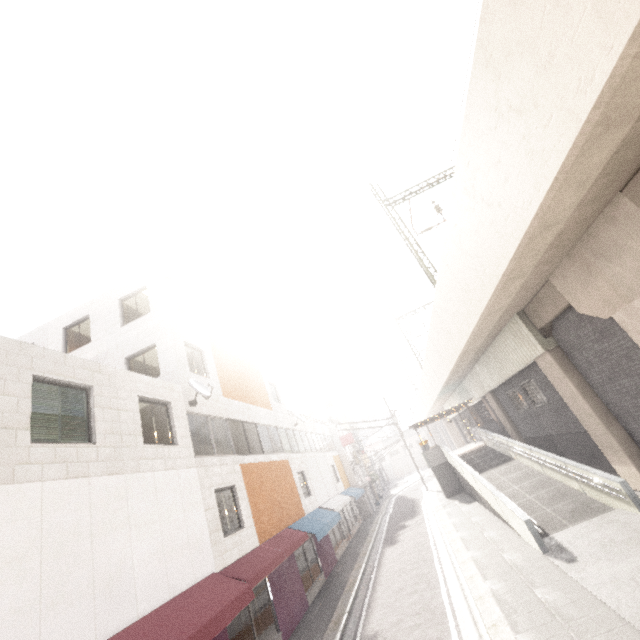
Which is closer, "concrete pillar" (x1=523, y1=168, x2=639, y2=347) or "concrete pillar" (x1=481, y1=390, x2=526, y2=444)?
"concrete pillar" (x1=523, y1=168, x2=639, y2=347)

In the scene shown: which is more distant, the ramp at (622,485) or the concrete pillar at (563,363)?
the concrete pillar at (563,363)

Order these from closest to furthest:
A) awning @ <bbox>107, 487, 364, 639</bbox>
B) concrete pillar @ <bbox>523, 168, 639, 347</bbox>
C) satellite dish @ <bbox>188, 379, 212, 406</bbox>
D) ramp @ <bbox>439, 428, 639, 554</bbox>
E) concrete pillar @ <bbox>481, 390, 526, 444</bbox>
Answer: awning @ <bbox>107, 487, 364, 639</bbox> → concrete pillar @ <bbox>523, 168, 639, 347</bbox> → ramp @ <bbox>439, 428, 639, 554</bbox> → satellite dish @ <bbox>188, 379, 212, 406</bbox> → concrete pillar @ <bbox>481, 390, 526, 444</bbox>

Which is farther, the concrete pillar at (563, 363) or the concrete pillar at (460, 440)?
the concrete pillar at (460, 440)

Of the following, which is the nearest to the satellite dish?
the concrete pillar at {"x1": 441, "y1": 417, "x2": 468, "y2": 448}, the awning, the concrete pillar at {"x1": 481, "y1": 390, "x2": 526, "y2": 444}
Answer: the awning

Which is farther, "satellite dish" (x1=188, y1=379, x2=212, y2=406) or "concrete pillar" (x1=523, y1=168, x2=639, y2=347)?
"satellite dish" (x1=188, y1=379, x2=212, y2=406)

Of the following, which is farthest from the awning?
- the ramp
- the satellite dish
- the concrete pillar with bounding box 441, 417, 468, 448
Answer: the concrete pillar with bounding box 441, 417, 468, 448

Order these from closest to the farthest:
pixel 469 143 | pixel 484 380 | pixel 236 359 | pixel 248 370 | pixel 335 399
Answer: pixel 469 143, pixel 236 359, pixel 248 370, pixel 484 380, pixel 335 399
